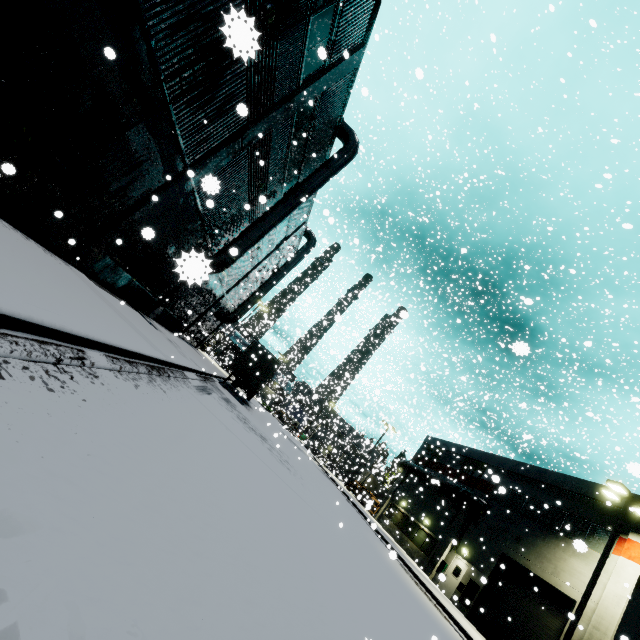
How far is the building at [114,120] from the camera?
7.8 meters

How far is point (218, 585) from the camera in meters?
2.8

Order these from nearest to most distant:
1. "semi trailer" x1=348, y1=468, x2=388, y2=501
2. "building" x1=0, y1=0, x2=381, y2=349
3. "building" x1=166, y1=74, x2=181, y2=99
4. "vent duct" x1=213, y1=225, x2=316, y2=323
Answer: "building" x1=0, y1=0, x2=381, y2=349 < "building" x1=166, y1=74, x2=181, y2=99 < "vent duct" x1=213, y1=225, x2=316, y2=323 < "semi trailer" x1=348, y1=468, x2=388, y2=501

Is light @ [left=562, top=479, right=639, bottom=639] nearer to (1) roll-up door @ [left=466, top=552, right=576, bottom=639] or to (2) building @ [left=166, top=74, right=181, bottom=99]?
(2) building @ [left=166, top=74, right=181, bottom=99]

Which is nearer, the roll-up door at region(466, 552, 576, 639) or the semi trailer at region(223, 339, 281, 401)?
the roll-up door at region(466, 552, 576, 639)

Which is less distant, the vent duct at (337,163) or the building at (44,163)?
the vent duct at (337,163)

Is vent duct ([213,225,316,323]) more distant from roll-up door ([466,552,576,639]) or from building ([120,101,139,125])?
roll-up door ([466,552,576,639])

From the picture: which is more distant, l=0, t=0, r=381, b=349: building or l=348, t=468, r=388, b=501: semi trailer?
l=348, t=468, r=388, b=501: semi trailer
